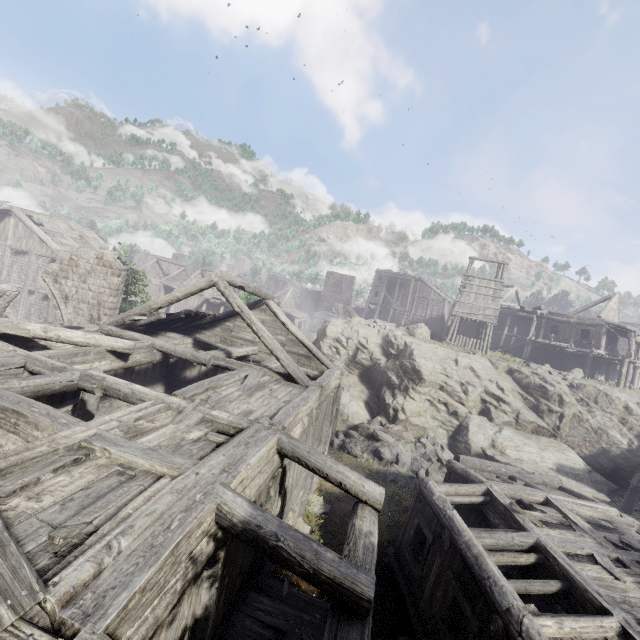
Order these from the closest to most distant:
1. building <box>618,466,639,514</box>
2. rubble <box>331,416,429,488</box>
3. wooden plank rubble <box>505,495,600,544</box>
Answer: wooden plank rubble <box>505,495,600,544</box> < building <box>618,466,639,514</box> < rubble <box>331,416,429,488</box>

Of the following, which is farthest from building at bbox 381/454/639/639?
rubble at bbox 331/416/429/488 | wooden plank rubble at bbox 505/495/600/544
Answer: rubble at bbox 331/416/429/488

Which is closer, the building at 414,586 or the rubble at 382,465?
the building at 414,586

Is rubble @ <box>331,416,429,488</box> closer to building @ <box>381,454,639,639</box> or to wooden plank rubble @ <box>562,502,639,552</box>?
building @ <box>381,454,639,639</box>

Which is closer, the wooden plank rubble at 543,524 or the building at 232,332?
the building at 232,332

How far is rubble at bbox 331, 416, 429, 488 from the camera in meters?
16.2 m

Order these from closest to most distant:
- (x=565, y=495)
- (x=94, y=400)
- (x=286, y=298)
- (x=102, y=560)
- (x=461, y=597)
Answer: (x=102, y=560), (x=461, y=597), (x=94, y=400), (x=565, y=495), (x=286, y=298)
